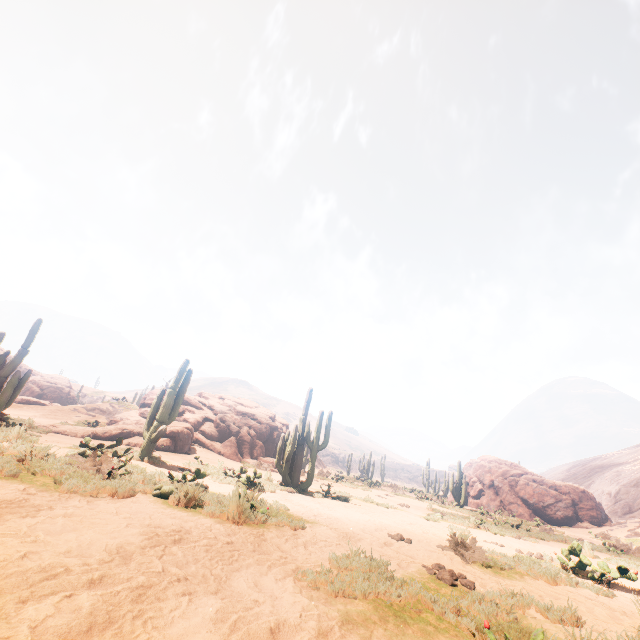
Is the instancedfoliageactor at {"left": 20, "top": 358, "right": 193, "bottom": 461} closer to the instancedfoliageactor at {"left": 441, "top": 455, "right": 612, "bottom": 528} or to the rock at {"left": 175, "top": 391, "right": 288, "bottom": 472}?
the rock at {"left": 175, "top": 391, "right": 288, "bottom": 472}

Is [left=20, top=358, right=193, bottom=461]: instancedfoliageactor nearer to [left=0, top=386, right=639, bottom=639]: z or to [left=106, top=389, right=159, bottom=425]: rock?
[left=0, top=386, right=639, bottom=639]: z

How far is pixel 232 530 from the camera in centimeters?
470cm

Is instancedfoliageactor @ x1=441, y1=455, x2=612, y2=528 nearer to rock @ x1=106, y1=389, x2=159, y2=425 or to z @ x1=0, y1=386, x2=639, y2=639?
rock @ x1=106, y1=389, x2=159, y2=425

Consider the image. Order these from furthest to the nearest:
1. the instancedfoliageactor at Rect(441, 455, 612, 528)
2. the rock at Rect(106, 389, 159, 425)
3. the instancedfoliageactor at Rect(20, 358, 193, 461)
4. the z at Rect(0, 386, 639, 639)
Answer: the instancedfoliageactor at Rect(441, 455, 612, 528) → the rock at Rect(106, 389, 159, 425) → the instancedfoliageactor at Rect(20, 358, 193, 461) → the z at Rect(0, 386, 639, 639)

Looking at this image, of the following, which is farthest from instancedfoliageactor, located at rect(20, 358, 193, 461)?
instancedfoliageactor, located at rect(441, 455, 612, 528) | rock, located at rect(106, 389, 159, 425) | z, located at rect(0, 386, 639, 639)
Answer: instancedfoliageactor, located at rect(441, 455, 612, 528)

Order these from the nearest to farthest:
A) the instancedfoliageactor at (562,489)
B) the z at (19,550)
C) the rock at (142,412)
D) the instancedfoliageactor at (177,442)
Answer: the z at (19,550) < the instancedfoliageactor at (177,442) < the rock at (142,412) < the instancedfoliageactor at (562,489)

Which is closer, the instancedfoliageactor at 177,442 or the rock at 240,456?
the instancedfoliageactor at 177,442
